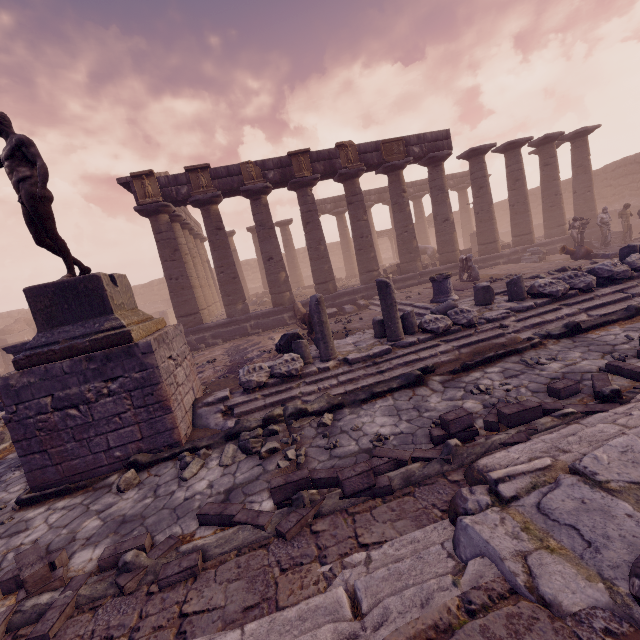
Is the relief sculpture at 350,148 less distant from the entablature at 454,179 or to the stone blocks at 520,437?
the entablature at 454,179

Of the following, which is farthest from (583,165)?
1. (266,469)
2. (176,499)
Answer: (176,499)

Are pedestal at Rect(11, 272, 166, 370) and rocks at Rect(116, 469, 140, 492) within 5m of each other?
yes

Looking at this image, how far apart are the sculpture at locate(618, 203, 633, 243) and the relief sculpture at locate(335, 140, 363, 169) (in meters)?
12.51

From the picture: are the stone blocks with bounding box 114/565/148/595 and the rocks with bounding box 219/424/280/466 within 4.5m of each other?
yes

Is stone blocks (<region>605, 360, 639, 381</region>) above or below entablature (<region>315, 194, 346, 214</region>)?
below

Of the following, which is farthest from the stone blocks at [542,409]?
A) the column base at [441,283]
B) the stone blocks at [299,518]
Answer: the column base at [441,283]

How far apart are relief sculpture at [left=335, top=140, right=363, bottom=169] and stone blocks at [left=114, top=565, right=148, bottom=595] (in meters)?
14.88
